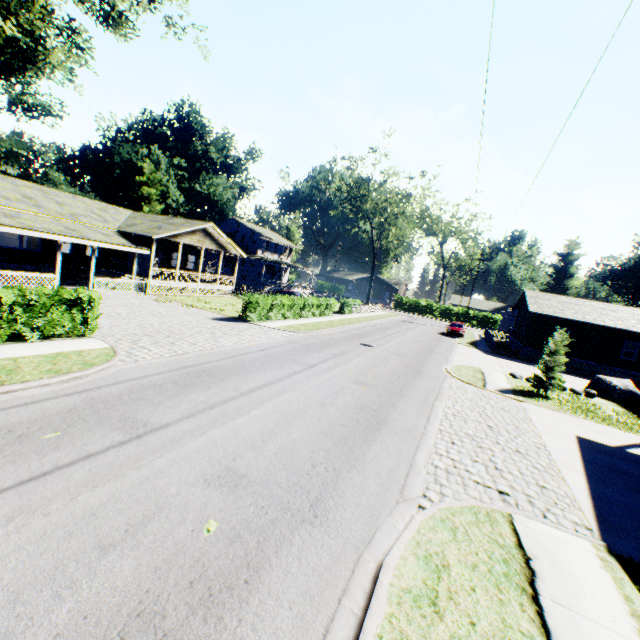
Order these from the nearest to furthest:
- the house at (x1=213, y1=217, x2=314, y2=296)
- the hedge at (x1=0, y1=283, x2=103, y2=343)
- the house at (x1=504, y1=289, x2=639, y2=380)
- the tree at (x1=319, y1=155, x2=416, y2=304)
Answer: the hedge at (x1=0, y1=283, x2=103, y2=343) < the house at (x1=504, y1=289, x2=639, y2=380) < the tree at (x1=319, y1=155, x2=416, y2=304) < the house at (x1=213, y1=217, x2=314, y2=296)

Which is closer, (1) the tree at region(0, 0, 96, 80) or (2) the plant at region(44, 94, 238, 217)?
(1) the tree at region(0, 0, 96, 80)

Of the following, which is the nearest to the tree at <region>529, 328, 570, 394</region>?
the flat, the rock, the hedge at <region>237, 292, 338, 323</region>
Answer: the rock

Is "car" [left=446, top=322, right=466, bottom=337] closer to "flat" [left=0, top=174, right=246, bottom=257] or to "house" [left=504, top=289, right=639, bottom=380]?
"house" [left=504, top=289, right=639, bottom=380]

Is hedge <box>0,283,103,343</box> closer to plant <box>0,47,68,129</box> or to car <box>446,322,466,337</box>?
plant <box>0,47,68,129</box>

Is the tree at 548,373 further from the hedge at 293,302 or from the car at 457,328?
the car at 457,328

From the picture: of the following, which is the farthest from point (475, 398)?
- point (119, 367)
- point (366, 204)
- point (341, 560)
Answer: point (366, 204)

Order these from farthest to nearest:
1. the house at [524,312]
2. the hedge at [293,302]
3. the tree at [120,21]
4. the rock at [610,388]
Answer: the house at [524,312]
the hedge at [293,302]
the rock at [610,388]
the tree at [120,21]
